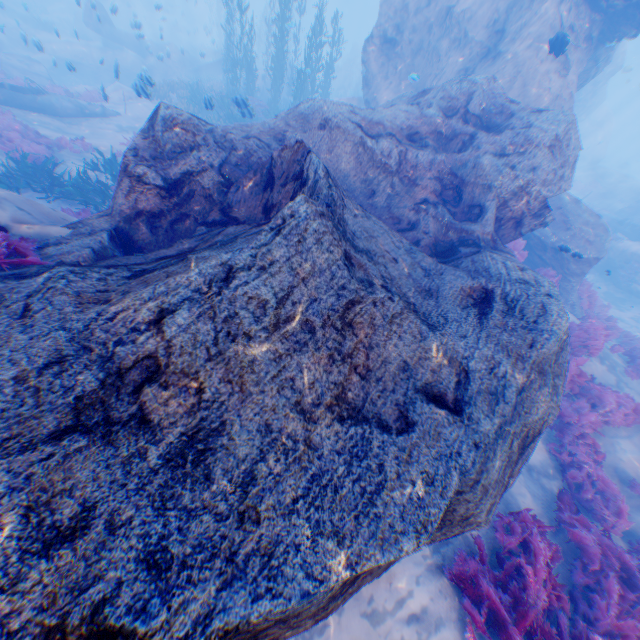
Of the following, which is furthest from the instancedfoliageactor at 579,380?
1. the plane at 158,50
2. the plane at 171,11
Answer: the plane at 171,11

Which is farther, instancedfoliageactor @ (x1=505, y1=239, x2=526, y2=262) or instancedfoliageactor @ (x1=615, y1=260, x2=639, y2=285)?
instancedfoliageactor @ (x1=615, y1=260, x2=639, y2=285)

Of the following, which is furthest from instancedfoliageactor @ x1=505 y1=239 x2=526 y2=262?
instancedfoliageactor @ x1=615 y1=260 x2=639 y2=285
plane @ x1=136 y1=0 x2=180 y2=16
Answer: plane @ x1=136 y1=0 x2=180 y2=16

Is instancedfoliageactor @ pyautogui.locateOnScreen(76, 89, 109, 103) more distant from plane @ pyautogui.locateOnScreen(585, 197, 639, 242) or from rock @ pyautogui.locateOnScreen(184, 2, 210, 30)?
plane @ pyautogui.locateOnScreen(585, 197, 639, 242)

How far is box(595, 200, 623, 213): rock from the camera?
23.4 meters

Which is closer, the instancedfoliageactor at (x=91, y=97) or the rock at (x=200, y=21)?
the instancedfoliageactor at (x=91, y=97)

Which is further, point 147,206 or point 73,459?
point 147,206

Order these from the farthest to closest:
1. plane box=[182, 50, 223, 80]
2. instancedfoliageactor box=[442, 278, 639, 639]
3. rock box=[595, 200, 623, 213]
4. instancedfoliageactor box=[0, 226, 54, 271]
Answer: plane box=[182, 50, 223, 80]
rock box=[595, 200, 623, 213]
instancedfoliageactor box=[442, 278, 639, 639]
instancedfoliageactor box=[0, 226, 54, 271]
